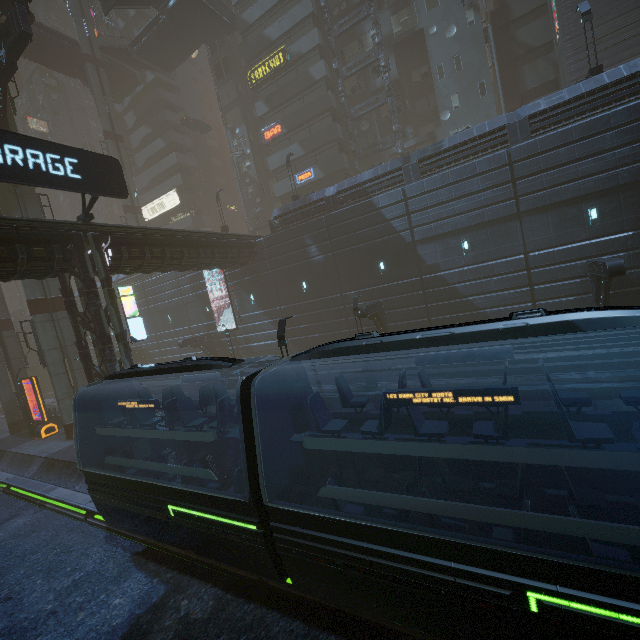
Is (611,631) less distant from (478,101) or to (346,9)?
(478,101)

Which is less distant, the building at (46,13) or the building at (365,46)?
the building at (365,46)

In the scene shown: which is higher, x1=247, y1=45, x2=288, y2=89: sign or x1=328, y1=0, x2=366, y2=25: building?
x1=328, y1=0, x2=366, y2=25: building

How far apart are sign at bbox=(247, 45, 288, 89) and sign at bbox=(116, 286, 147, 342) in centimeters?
2933cm

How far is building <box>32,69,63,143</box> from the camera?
58.6m

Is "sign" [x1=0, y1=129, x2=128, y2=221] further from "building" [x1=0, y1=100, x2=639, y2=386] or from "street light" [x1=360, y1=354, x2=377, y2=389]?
"street light" [x1=360, y1=354, x2=377, y2=389]

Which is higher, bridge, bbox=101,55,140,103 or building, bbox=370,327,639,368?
bridge, bbox=101,55,140,103

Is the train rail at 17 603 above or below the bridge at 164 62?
below
